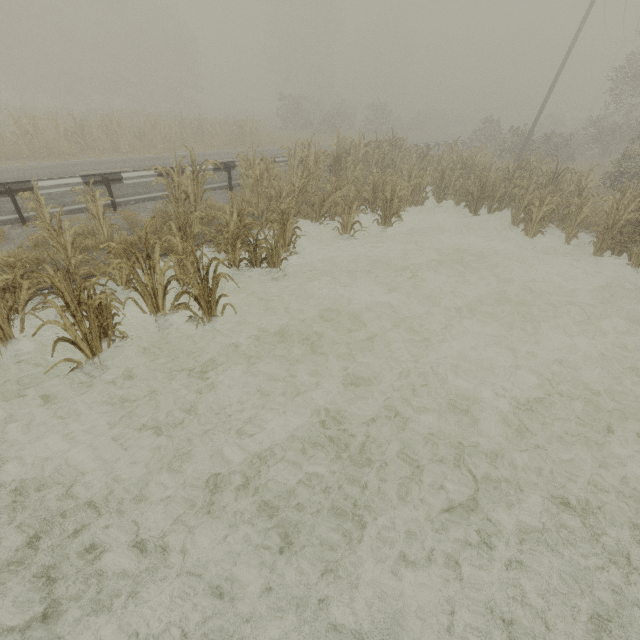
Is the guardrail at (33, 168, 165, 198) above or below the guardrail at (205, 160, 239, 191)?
below

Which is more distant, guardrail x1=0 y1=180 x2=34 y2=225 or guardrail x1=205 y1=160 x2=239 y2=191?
guardrail x1=205 y1=160 x2=239 y2=191

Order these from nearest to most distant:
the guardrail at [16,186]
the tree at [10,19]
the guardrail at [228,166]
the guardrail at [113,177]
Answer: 1. the tree at [10,19]
2. the guardrail at [16,186]
3. the guardrail at [113,177]
4. the guardrail at [228,166]

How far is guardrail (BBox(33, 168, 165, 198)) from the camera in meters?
7.8

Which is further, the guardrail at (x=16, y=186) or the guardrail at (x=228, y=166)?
the guardrail at (x=228, y=166)

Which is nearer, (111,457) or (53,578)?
(53,578)

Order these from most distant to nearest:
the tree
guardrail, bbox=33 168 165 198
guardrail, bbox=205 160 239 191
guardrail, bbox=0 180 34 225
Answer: guardrail, bbox=205 160 239 191 → guardrail, bbox=33 168 165 198 → guardrail, bbox=0 180 34 225 → the tree
